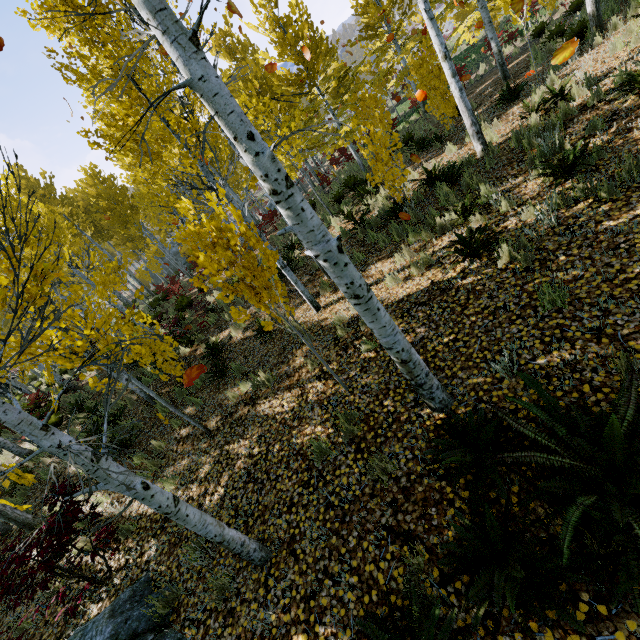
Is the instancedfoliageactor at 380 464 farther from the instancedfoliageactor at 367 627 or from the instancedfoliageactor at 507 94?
the instancedfoliageactor at 367 627

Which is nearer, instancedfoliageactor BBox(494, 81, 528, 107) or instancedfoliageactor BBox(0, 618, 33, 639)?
instancedfoliageactor BBox(0, 618, 33, 639)

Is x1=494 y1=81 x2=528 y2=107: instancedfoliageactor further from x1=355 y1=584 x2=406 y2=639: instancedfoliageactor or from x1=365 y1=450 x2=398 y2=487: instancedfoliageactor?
x1=355 y1=584 x2=406 y2=639: instancedfoliageactor

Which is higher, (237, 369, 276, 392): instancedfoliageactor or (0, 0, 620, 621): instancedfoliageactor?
(0, 0, 620, 621): instancedfoliageactor

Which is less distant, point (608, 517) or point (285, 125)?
point (608, 517)

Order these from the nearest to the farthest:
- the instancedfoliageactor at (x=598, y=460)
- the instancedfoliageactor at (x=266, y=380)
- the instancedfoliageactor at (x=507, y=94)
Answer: the instancedfoliageactor at (x=598, y=460), the instancedfoliageactor at (x=266, y=380), the instancedfoliageactor at (x=507, y=94)

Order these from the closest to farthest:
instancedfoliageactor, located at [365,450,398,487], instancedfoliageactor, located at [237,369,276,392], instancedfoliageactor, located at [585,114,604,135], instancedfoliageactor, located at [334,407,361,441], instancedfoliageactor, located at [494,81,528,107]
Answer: instancedfoliageactor, located at [365,450,398,487] < instancedfoliageactor, located at [334,407,361,441] < instancedfoliageactor, located at [585,114,604,135] < instancedfoliageactor, located at [237,369,276,392] < instancedfoliageactor, located at [494,81,528,107]
